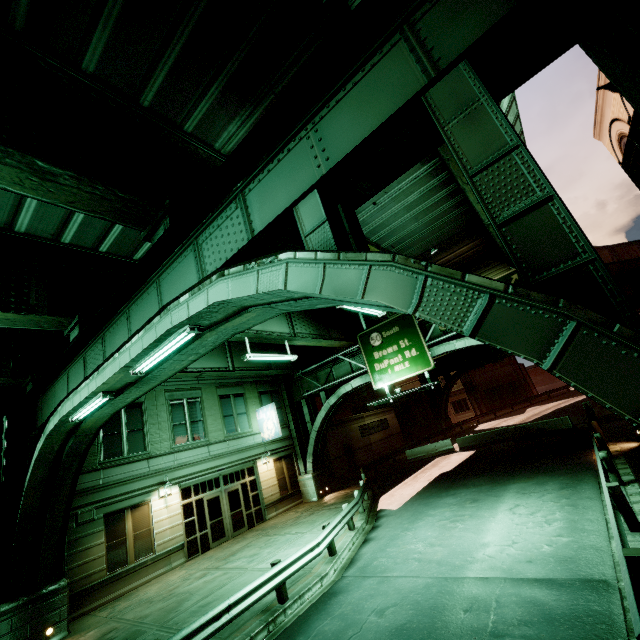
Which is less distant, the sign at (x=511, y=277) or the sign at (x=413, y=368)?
the sign at (x=511, y=277)

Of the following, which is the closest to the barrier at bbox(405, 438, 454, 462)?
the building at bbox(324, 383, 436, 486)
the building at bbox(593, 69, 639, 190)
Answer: the building at bbox(324, 383, 436, 486)

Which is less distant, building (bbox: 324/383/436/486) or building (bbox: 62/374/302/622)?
building (bbox: 62/374/302/622)

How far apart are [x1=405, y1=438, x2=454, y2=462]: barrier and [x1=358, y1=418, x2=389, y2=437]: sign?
4.9m

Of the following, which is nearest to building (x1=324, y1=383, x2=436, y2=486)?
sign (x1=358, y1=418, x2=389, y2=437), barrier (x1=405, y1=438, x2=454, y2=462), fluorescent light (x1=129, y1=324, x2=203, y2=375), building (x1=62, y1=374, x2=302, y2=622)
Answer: sign (x1=358, y1=418, x2=389, y2=437)

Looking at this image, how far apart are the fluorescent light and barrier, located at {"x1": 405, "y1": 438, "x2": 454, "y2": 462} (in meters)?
25.59

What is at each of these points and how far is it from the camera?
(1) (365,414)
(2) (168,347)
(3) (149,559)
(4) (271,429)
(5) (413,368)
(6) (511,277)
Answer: (1) building, 33.75m
(2) fluorescent light, 6.19m
(3) building, 15.13m
(4) sign, 22.17m
(5) sign, 18.80m
(6) sign, 16.27m

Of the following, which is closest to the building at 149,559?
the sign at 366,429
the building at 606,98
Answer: the sign at 366,429
